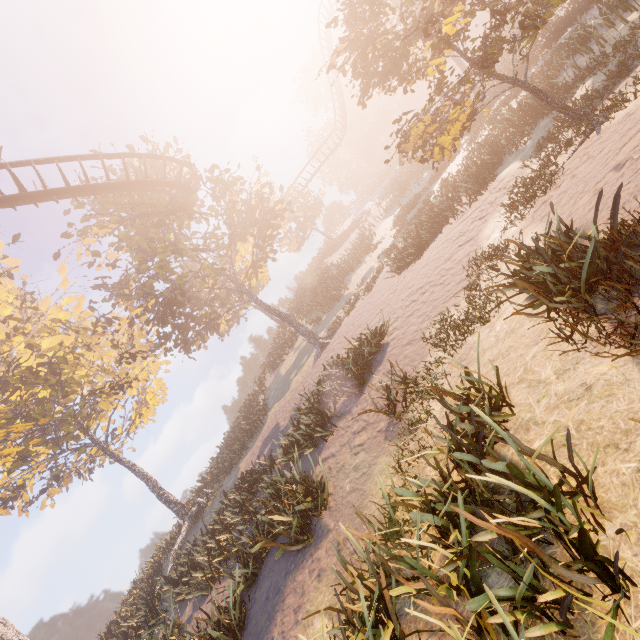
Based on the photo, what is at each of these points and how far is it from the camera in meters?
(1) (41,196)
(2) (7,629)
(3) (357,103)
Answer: (1) roller coaster, 15.5 m
(2) instancedfoliageactor, 12.7 m
(3) instancedfoliageactor, 10.5 m

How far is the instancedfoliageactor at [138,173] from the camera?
17.2 meters

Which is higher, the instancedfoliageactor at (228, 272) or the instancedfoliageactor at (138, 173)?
the instancedfoliageactor at (138, 173)

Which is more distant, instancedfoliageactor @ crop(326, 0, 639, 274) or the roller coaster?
the roller coaster

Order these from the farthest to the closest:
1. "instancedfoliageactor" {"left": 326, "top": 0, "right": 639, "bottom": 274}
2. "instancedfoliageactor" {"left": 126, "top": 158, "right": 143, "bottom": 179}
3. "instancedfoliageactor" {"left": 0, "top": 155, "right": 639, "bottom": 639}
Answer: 1. "instancedfoliageactor" {"left": 126, "top": 158, "right": 143, "bottom": 179}
2. "instancedfoliageactor" {"left": 326, "top": 0, "right": 639, "bottom": 274}
3. "instancedfoliageactor" {"left": 0, "top": 155, "right": 639, "bottom": 639}

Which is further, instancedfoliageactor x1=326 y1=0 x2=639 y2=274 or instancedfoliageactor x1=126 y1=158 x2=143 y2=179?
instancedfoliageactor x1=126 y1=158 x2=143 y2=179

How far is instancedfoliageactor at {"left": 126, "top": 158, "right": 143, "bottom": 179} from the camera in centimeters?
1722cm
